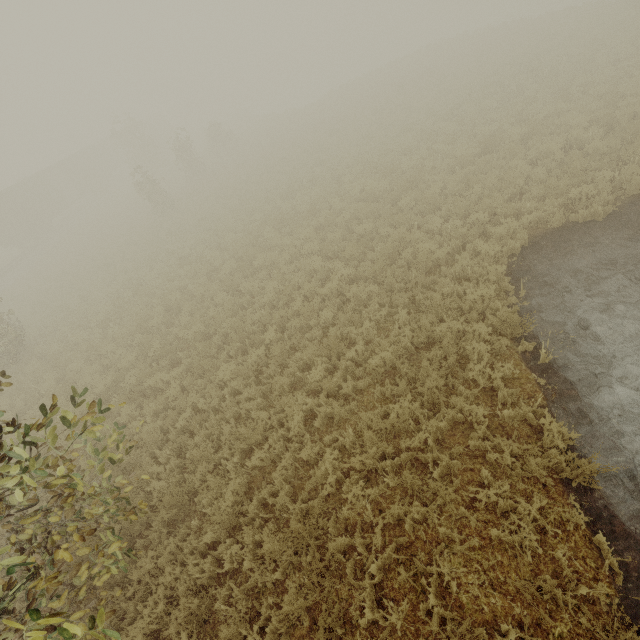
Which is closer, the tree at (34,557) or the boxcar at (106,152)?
the tree at (34,557)

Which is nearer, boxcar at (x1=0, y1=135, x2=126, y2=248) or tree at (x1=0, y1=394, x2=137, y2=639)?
tree at (x1=0, y1=394, x2=137, y2=639)

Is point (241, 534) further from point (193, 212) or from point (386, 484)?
point (193, 212)
